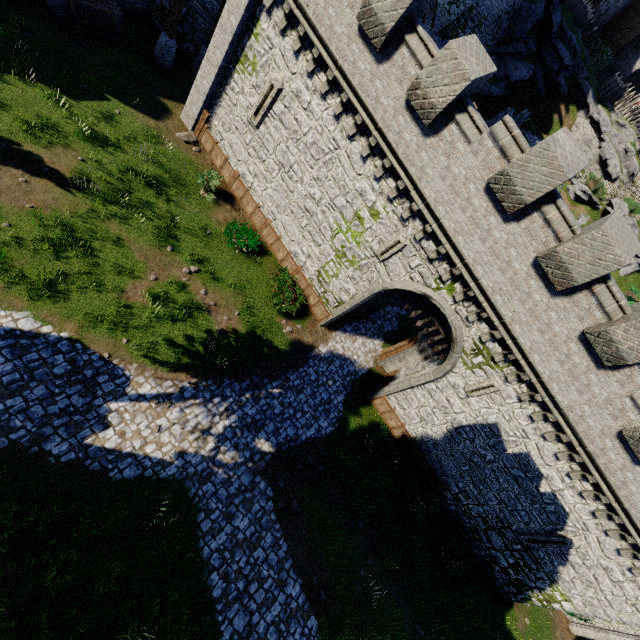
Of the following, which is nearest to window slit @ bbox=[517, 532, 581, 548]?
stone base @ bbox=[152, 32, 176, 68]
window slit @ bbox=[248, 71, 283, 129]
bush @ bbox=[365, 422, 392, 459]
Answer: bush @ bbox=[365, 422, 392, 459]

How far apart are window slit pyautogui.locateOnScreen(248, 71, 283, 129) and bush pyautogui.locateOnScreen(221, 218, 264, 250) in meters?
4.4

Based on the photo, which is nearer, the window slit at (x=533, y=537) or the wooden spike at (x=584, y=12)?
the window slit at (x=533, y=537)

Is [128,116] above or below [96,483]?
above

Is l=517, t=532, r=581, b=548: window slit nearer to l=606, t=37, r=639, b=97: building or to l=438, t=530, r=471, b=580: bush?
l=438, t=530, r=471, b=580: bush

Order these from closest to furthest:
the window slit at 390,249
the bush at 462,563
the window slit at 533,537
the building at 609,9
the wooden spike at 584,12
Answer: the window slit at 390,249 → the window slit at 533,537 → the bush at 462,563 → the wooden spike at 584,12 → the building at 609,9

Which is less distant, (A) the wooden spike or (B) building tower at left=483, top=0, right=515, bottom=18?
(B) building tower at left=483, top=0, right=515, bottom=18

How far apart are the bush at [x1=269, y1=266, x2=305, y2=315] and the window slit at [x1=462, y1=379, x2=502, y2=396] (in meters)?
8.55
